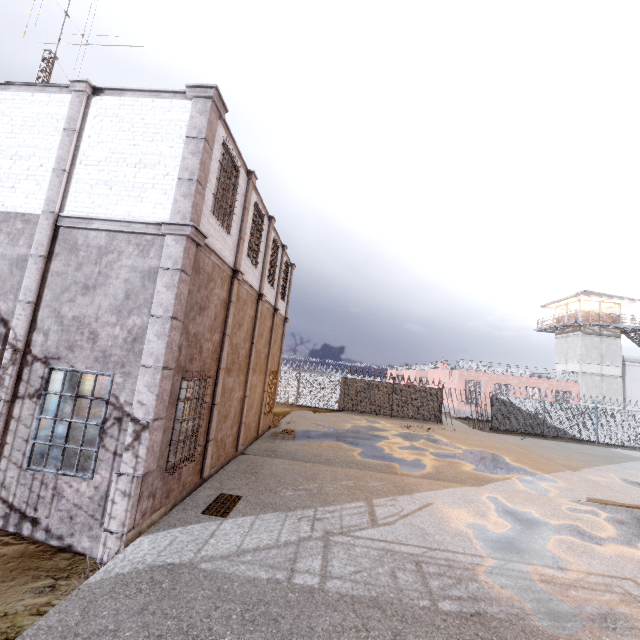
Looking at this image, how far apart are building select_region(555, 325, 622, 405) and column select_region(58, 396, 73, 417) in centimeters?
4103cm

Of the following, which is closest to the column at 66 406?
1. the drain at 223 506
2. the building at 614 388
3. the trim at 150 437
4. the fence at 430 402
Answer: the trim at 150 437

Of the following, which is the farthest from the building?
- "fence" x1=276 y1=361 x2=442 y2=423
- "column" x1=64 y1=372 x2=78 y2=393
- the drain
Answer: "column" x1=64 y1=372 x2=78 y2=393

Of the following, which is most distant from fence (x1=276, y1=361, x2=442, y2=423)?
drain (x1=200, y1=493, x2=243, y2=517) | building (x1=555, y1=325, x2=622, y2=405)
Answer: drain (x1=200, y1=493, x2=243, y2=517)

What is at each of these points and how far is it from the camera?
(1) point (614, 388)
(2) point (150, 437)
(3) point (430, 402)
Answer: (1) building, 32.5 meters
(2) trim, 6.1 meters
(3) fence, 26.4 meters

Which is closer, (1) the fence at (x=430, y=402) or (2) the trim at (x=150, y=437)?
(2) the trim at (x=150, y=437)

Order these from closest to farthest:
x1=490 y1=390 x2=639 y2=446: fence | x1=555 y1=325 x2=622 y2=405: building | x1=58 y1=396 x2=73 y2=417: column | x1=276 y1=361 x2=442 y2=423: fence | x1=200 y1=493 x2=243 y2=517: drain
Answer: x1=200 y1=493 x2=243 y2=517: drain, x1=58 y1=396 x2=73 y2=417: column, x1=490 y1=390 x2=639 y2=446: fence, x1=276 y1=361 x2=442 y2=423: fence, x1=555 y1=325 x2=622 y2=405: building

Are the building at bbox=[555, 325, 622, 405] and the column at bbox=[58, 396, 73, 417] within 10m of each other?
no
